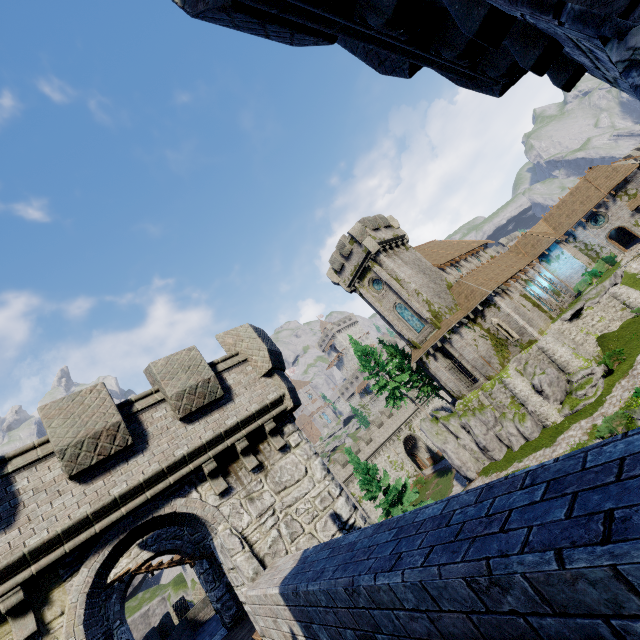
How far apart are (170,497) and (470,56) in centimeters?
987cm

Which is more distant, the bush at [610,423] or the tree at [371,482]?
the tree at [371,482]

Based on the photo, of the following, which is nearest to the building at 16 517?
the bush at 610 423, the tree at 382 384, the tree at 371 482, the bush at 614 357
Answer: the tree at 371 482

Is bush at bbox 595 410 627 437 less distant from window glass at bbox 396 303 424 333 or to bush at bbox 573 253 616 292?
window glass at bbox 396 303 424 333

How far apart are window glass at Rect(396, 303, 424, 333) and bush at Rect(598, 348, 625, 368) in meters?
13.4 m

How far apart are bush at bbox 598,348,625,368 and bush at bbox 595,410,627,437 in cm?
523

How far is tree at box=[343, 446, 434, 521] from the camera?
27.3m

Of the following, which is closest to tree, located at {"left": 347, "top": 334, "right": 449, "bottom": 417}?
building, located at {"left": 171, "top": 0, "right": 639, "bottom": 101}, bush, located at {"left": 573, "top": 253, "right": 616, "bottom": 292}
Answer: bush, located at {"left": 573, "top": 253, "right": 616, "bottom": 292}
